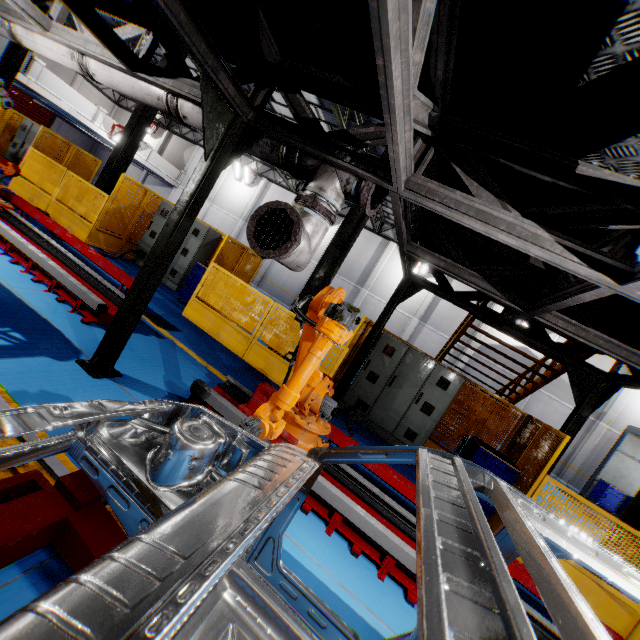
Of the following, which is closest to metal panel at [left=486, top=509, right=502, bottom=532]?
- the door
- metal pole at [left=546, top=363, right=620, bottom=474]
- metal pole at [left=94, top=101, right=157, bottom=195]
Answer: metal pole at [left=546, top=363, right=620, bottom=474]

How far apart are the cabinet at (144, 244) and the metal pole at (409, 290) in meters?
5.7

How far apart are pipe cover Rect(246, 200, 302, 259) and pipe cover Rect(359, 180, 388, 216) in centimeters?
72cm

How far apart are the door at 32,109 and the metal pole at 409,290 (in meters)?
36.75

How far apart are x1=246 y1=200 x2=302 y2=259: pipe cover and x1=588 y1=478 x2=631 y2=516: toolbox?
21.0 meters

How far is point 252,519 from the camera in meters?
1.1

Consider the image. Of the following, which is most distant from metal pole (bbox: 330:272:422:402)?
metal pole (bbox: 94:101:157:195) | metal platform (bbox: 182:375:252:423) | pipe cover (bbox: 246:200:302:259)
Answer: metal pole (bbox: 94:101:157:195)

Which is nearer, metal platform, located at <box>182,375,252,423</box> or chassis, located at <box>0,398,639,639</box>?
chassis, located at <box>0,398,639,639</box>
